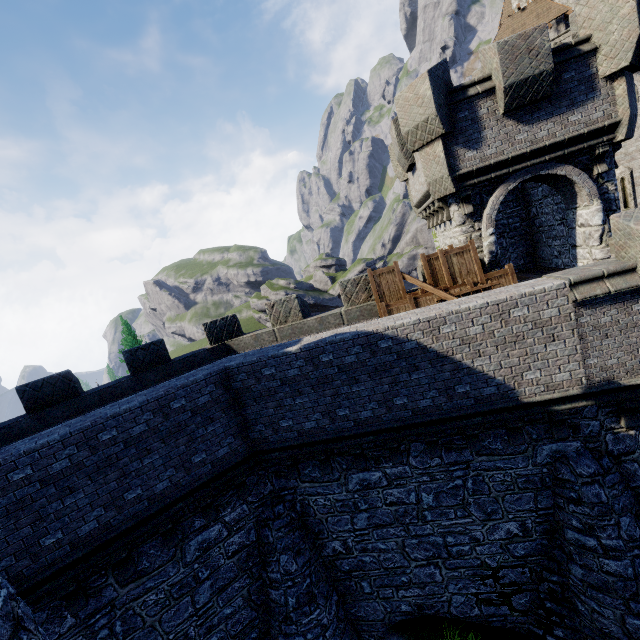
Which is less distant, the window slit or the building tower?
the building tower

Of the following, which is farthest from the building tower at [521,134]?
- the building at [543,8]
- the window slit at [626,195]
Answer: the building at [543,8]

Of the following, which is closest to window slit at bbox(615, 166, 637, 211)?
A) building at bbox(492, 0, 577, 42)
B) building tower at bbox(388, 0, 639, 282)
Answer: building tower at bbox(388, 0, 639, 282)

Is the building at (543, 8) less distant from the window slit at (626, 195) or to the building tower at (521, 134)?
the window slit at (626, 195)

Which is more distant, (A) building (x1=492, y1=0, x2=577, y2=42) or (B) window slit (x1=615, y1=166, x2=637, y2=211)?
(A) building (x1=492, y1=0, x2=577, y2=42)

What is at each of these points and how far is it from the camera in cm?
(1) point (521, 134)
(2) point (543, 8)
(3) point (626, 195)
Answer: (1) building tower, 991
(2) building, 2944
(3) window slit, 1934

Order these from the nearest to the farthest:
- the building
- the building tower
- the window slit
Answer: the building tower < the window slit < the building

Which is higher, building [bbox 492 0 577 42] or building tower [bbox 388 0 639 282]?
building [bbox 492 0 577 42]
